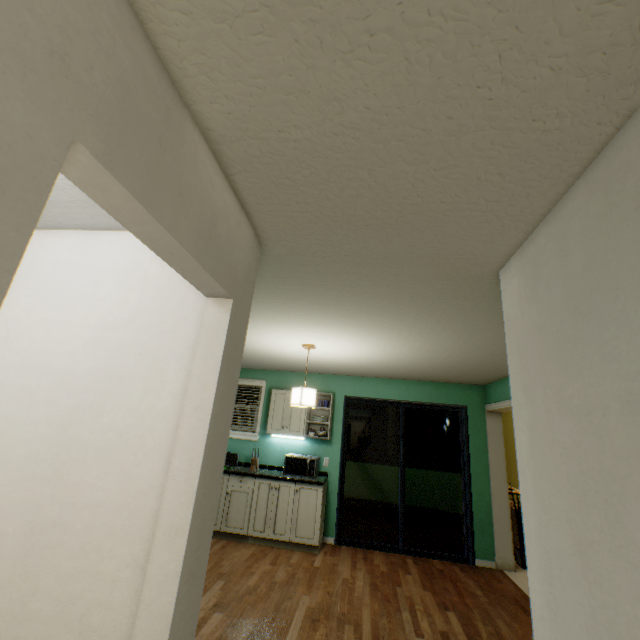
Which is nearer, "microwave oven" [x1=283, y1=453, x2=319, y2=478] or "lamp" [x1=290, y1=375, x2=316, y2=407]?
"lamp" [x1=290, y1=375, x2=316, y2=407]

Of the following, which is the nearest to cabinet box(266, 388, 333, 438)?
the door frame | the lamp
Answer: the lamp

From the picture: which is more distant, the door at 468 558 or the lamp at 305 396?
the door at 468 558

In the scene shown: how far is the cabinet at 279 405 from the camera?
5.1 meters

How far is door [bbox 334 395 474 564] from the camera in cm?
457

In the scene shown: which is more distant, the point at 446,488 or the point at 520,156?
the point at 446,488

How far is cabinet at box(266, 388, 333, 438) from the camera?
5.1m
